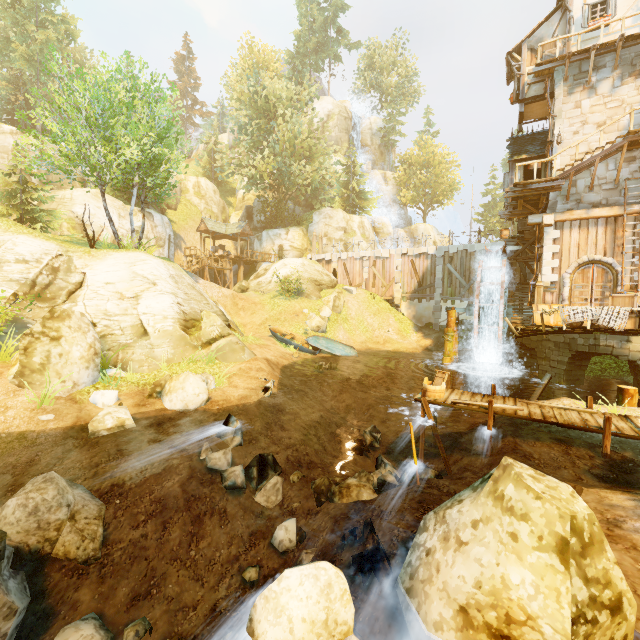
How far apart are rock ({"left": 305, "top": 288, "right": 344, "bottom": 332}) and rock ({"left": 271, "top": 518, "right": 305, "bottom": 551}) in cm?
1910

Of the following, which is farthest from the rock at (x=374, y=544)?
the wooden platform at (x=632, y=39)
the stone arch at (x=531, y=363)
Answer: the wooden platform at (x=632, y=39)

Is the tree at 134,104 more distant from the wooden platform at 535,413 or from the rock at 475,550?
the rock at 475,550

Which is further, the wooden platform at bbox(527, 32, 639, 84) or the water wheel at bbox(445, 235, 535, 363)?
the water wheel at bbox(445, 235, 535, 363)

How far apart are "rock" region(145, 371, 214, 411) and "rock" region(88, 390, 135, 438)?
1.0m

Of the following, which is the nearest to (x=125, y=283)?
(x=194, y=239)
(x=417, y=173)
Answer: (x=194, y=239)

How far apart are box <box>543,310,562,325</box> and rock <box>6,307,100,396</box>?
17.97m

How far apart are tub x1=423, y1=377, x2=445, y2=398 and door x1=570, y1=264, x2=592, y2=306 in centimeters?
1069cm
